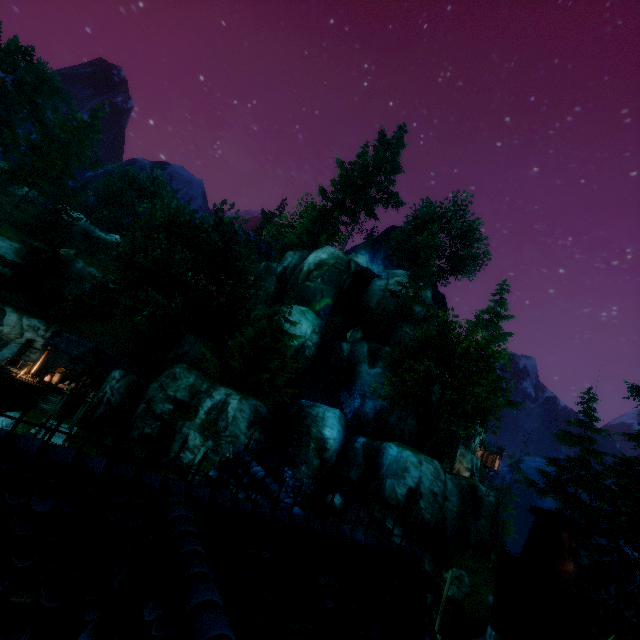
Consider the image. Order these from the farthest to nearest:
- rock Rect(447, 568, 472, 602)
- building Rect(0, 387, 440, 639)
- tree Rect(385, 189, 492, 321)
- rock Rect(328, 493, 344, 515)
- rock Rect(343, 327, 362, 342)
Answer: tree Rect(385, 189, 492, 321) → rock Rect(343, 327, 362, 342) → rock Rect(328, 493, 344, 515) → rock Rect(447, 568, 472, 602) → building Rect(0, 387, 440, 639)

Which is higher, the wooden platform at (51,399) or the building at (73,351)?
the building at (73,351)

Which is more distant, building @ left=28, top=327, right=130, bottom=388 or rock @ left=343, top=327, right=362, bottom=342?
rock @ left=343, top=327, right=362, bottom=342

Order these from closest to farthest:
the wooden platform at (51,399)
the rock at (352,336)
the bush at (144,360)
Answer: the wooden platform at (51,399), the bush at (144,360), the rock at (352,336)

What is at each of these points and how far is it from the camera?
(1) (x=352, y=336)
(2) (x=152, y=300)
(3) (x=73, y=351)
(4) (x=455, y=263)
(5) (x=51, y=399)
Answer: (1) rock, 36.2 meters
(2) tree, 24.5 meters
(3) building, 30.5 meters
(4) tree, 41.8 meters
(5) wooden platform, 26.1 meters

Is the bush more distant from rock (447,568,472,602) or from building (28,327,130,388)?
rock (447,568,472,602)

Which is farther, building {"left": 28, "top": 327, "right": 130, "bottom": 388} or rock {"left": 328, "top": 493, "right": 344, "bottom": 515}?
building {"left": 28, "top": 327, "right": 130, "bottom": 388}

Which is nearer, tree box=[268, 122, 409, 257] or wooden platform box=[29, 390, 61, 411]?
wooden platform box=[29, 390, 61, 411]
